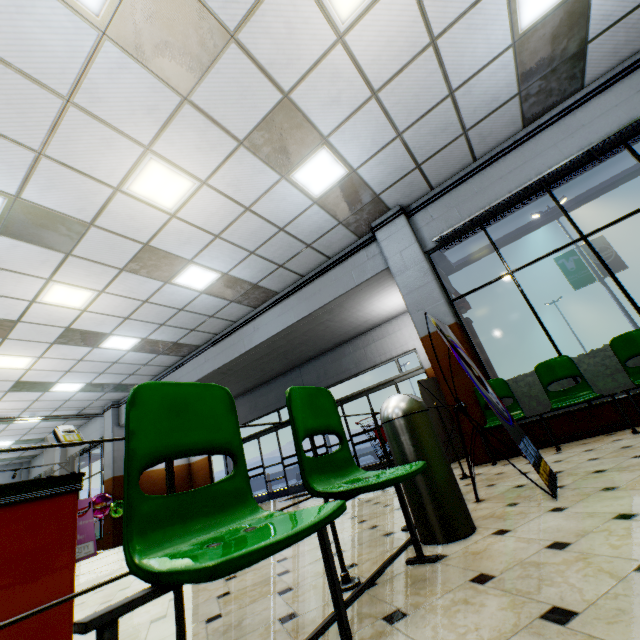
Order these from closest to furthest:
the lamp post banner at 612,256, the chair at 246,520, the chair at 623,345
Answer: the chair at 246,520
the chair at 623,345
the lamp post banner at 612,256

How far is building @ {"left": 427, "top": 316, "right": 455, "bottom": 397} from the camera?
5.5 meters

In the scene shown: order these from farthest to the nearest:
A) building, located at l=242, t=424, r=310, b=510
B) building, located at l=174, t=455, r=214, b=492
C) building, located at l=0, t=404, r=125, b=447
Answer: building, located at l=174, t=455, r=214, b=492
building, located at l=0, t=404, r=125, b=447
building, located at l=242, t=424, r=310, b=510

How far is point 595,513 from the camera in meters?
1.8

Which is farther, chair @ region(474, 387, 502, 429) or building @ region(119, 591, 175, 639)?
chair @ region(474, 387, 502, 429)

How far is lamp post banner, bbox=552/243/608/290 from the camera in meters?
16.0

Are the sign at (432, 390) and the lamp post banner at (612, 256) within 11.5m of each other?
no

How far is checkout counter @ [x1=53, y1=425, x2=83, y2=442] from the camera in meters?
1.9
